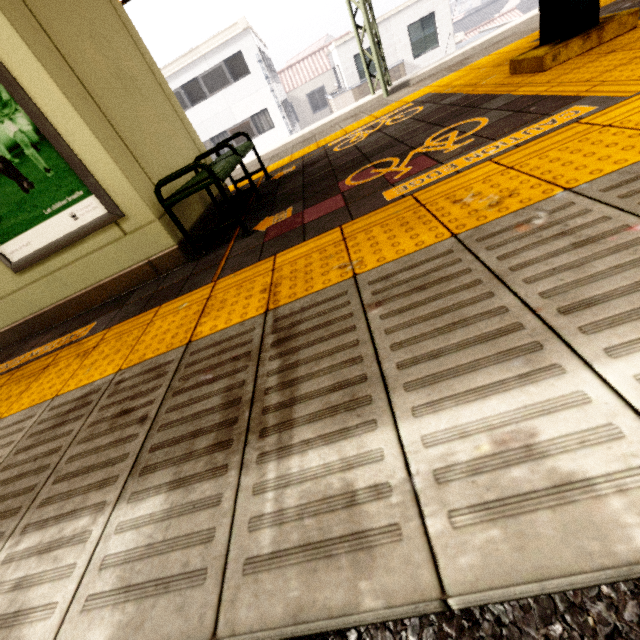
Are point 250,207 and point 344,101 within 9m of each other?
no

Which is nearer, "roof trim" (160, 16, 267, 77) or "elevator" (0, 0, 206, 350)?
"elevator" (0, 0, 206, 350)

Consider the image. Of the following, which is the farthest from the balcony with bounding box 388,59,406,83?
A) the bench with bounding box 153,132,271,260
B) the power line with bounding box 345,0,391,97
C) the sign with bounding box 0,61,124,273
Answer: the sign with bounding box 0,61,124,273

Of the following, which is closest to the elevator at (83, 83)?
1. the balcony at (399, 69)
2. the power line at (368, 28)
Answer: the power line at (368, 28)

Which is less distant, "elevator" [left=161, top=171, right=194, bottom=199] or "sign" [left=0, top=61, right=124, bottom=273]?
"sign" [left=0, top=61, right=124, bottom=273]

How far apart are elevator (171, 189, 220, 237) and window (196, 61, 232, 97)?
18.7m

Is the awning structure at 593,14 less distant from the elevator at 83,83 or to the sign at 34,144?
the elevator at 83,83

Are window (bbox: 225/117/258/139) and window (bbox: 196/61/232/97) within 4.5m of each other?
yes
